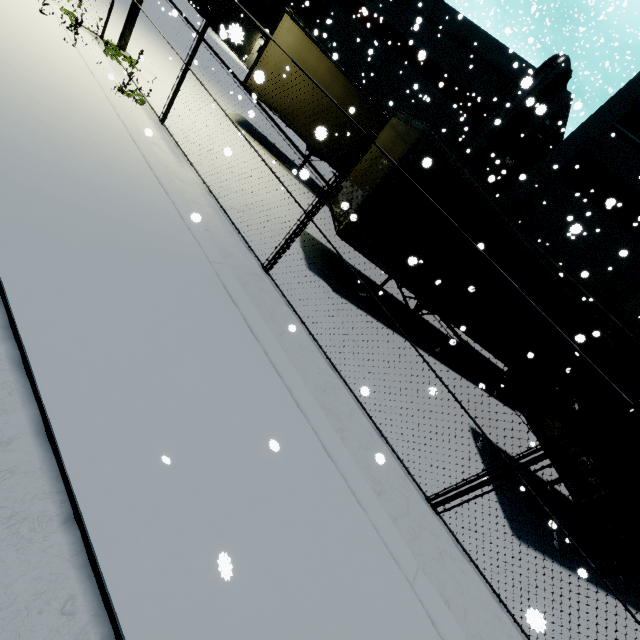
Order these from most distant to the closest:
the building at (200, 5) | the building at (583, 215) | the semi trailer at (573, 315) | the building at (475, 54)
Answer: the building at (200, 5), the building at (475, 54), the building at (583, 215), the semi trailer at (573, 315)

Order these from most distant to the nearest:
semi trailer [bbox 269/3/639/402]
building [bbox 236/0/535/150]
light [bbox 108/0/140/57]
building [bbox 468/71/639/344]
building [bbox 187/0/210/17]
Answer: building [bbox 187/0/210/17]
building [bbox 236/0/535/150]
building [bbox 468/71/639/344]
light [bbox 108/0/140/57]
semi trailer [bbox 269/3/639/402]

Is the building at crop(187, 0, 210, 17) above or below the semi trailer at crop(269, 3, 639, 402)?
below

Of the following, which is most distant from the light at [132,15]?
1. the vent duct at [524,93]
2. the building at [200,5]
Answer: the building at [200,5]

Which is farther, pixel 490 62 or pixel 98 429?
pixel 490 62

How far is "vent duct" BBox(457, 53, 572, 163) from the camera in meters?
15.8

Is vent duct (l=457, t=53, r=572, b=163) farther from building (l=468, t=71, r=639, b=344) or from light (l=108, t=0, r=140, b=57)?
light (l=108, t=0, r=140, b=57)

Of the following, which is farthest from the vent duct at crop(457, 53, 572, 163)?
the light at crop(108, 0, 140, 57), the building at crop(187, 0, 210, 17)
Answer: the light at crop(108, 0, 140, 57)
